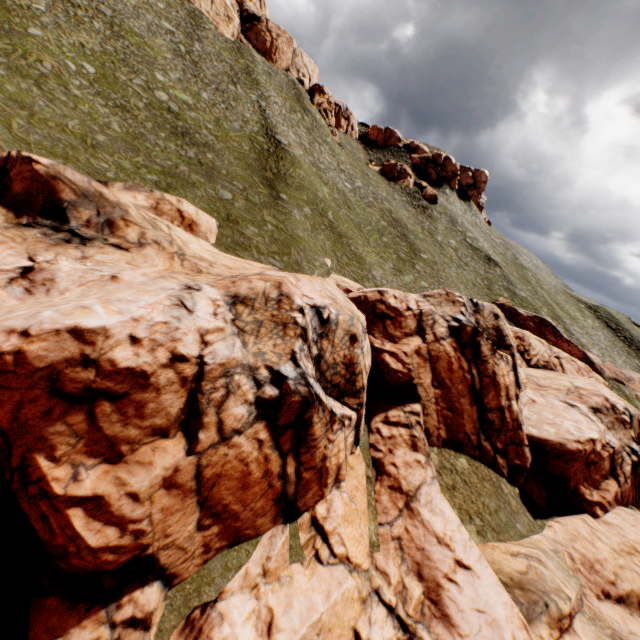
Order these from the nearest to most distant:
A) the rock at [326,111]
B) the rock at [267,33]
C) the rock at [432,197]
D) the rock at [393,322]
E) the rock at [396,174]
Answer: the rock at [393,322], the rock at [267,33], the rock at [326,111], the rock at [432,197], the rock at [396,174]

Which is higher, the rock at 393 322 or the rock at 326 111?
the rock at 326 111

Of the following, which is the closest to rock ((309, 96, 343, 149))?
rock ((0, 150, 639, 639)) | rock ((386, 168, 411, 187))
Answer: rock ((386, 168, 411, 187))

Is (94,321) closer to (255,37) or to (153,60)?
(153,60)

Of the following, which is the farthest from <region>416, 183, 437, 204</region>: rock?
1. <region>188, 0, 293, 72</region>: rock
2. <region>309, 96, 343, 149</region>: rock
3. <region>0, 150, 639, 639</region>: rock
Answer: <region>0, 150, 639, 639</region>: rock

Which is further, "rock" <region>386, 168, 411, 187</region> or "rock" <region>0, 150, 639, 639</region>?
"rock" <region>386, 168, 411, 187</region>

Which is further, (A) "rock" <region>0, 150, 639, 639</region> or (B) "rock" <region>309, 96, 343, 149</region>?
(B) "rock" <region>309, 96, 343, 149</region>

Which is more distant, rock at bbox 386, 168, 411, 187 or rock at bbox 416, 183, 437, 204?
rock at bbox 386, 168, 411, 187
